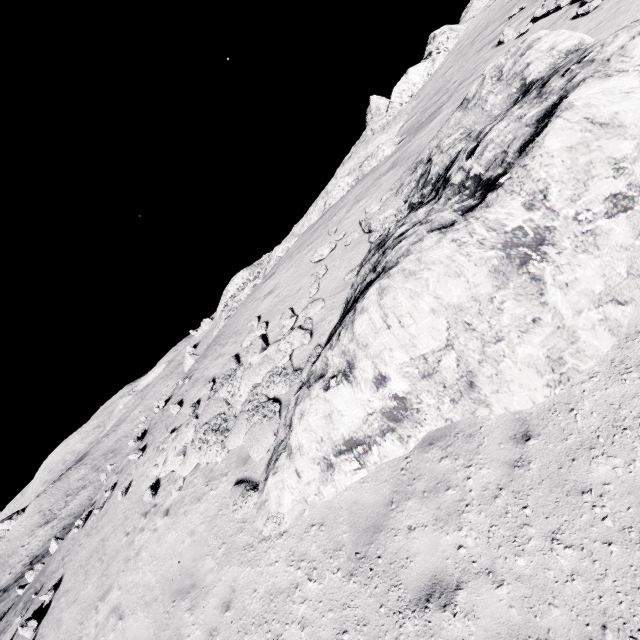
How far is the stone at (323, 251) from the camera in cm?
1288

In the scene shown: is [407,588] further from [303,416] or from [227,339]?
[227,339]

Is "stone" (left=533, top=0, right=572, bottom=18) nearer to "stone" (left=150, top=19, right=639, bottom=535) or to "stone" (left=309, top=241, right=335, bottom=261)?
"stone" (left=150, top=19, right=639, bottom=535)

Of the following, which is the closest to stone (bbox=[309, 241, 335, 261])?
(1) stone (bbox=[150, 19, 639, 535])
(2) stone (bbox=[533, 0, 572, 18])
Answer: (1) stone (bbox=[150, 19, 639, 535])

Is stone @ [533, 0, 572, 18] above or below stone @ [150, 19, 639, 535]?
above

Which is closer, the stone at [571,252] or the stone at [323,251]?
the stone at [571,252]

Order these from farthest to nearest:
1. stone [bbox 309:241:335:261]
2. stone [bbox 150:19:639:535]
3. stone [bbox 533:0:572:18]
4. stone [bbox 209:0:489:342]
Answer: stone [bbox 209:0:489:342], stone [bbox 533:0:572:18], stone [bbox 309:241:335:261], stone [bbox 150:19:639:535]
